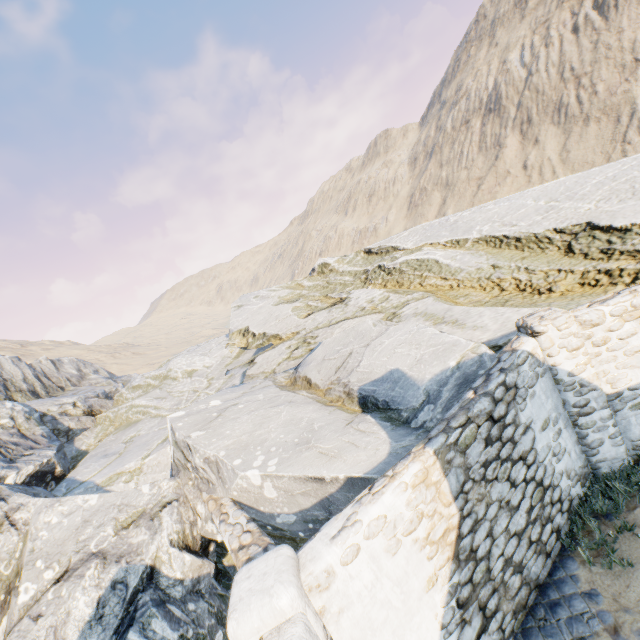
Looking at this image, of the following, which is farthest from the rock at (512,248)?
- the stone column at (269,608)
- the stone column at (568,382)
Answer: the stone column at (568,382)

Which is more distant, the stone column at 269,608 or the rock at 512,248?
the rock at 512,248

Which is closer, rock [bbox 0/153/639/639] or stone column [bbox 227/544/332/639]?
stone column [bbox 227/544/332/639]

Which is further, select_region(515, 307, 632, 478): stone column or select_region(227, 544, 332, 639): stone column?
select_region(515, 307, 632, 478): stone column

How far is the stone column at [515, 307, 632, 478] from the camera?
5.5m

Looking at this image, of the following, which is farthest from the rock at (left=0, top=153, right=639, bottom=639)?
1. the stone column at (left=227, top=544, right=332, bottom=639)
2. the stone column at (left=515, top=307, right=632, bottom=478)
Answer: the stone column at (left=515, top=307, right=632, bottom=478)

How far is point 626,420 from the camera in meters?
5.7 m

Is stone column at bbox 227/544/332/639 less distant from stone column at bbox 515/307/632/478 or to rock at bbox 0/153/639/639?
rock at bbox 0/153/639/639
